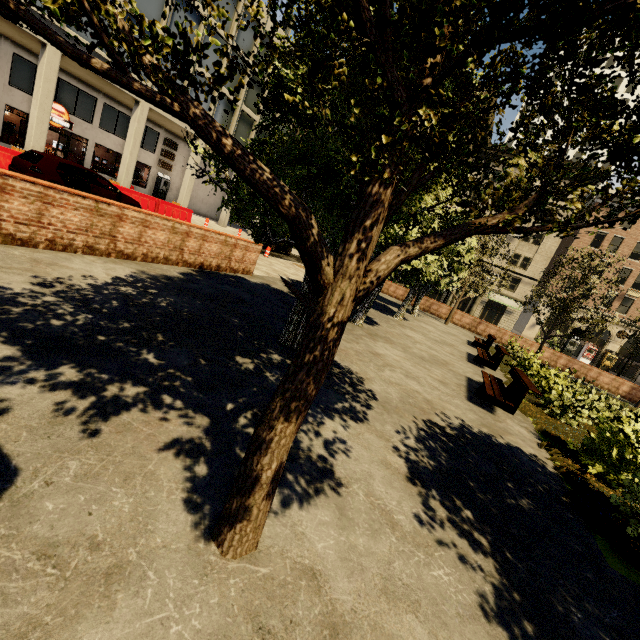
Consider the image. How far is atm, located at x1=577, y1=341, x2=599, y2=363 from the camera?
37.8m

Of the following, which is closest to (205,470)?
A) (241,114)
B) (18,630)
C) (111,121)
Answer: (18,630)

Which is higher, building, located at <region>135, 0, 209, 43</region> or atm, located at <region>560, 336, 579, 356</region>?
building, located at <region>135, 0, 209, 43</region>

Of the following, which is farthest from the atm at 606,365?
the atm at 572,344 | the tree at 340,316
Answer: the tree at 340,316

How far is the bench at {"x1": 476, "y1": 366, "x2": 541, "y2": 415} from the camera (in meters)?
7.10

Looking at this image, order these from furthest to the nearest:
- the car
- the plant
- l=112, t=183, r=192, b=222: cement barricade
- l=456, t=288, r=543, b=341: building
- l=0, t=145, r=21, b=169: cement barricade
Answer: l=456, t=288, r=543, b=341: building < l=112, t=183, r=192, b=222: cement barricade < l=0, t=145, r=21, b=169: cement barricade < the car < the plant

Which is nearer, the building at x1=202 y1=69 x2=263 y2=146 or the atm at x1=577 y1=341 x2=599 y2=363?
the building at x1=202 y1=69 x2=263 y2=146

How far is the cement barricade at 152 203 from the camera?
17.63m
